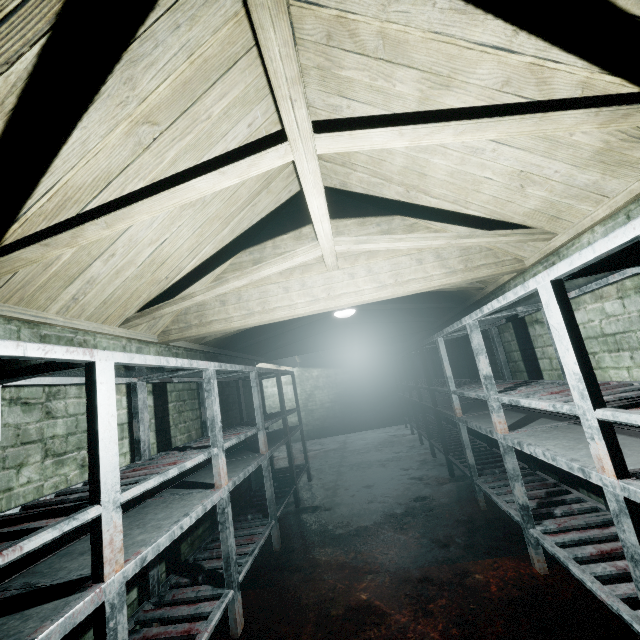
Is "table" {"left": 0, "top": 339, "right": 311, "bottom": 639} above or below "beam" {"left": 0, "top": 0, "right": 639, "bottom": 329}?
below

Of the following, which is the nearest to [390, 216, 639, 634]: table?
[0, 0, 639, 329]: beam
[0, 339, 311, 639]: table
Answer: [0, 0, 639, 329]: beam

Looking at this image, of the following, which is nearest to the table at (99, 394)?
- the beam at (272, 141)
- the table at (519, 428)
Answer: the beam at (272, 141)

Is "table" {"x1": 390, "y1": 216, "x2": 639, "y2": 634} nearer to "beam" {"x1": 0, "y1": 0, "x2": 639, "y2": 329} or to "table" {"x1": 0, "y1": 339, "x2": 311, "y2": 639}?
"beam" {"x1": 0, "y1": 0, "x2": 639, "y2": 329}

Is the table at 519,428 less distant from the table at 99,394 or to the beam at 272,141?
the beam at 272,141

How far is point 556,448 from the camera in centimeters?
171cm
